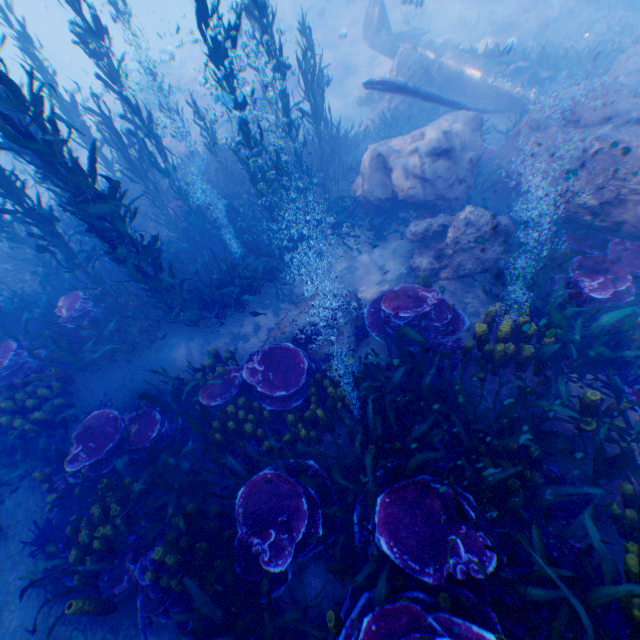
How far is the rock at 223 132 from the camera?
16.3 meters

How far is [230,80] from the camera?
6.1 meters

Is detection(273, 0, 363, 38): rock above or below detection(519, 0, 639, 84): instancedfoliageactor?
above

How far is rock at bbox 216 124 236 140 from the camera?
16.31m

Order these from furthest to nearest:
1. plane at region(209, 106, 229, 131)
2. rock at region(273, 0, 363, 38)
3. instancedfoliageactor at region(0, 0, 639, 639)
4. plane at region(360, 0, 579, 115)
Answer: rock at region(273, 0, 363, 38)
plane at region(209, 106, 229, 131)
plane at region(360, 0, 579, 115)
instancedfoliageactor at region(0, 0, 639, 639)

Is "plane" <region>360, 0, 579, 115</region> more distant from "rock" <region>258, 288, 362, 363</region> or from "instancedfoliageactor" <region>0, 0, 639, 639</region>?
"rock" <region>258, 288, 362, 363</region>

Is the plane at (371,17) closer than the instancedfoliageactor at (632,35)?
Yes
